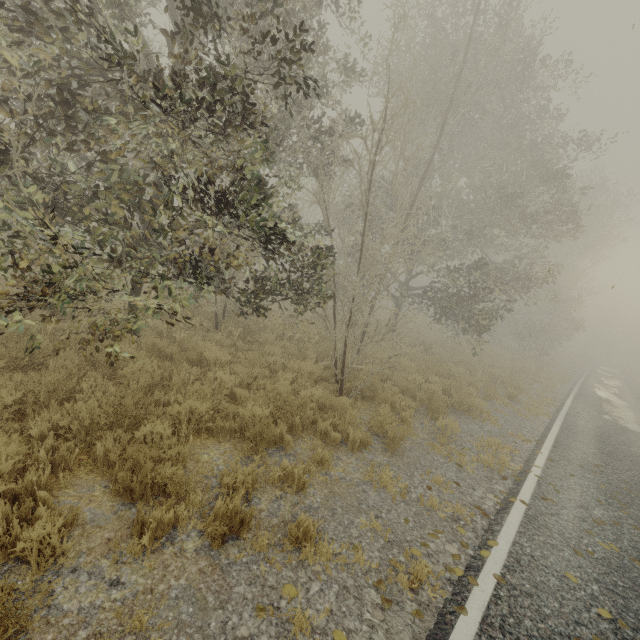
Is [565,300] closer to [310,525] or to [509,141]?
[509,141]
